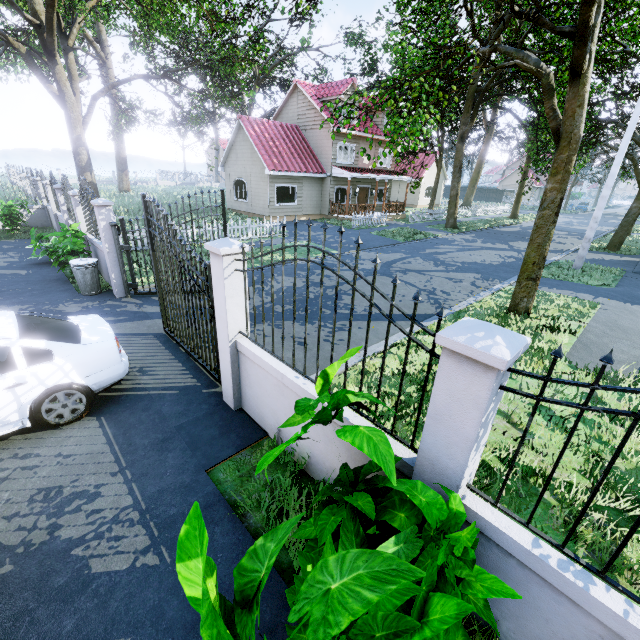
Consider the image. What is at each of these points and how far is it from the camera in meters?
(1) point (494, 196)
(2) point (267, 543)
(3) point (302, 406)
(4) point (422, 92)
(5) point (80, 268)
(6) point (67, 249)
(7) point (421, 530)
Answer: (1) fence, 59.9
(2) plant, 1.6
(3) plant, 2.3
(4) tree, 7.5
(5) trash can, 8.7
(6) plant, 9.5
(7) plant, 2.2

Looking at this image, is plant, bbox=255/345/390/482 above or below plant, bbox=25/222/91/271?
above

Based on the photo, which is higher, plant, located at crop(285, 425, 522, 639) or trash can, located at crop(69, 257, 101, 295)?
plant, located at crop(285, 425, 522, 639)

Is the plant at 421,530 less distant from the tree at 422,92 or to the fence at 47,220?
the tree at 422,92

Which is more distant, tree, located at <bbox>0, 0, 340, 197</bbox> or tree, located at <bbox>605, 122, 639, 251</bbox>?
tree, located at <bbox>605, 122, 639, 251</bbox>

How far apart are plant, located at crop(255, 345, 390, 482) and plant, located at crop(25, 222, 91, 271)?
9.9m

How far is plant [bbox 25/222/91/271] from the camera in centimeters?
924cm

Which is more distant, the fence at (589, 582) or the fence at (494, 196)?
the fence at (494, 196)
